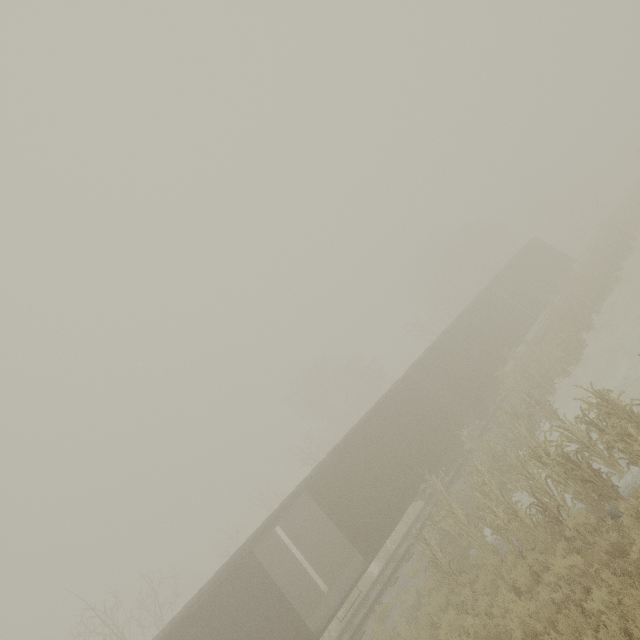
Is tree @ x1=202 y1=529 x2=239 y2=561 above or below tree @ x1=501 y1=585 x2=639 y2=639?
above

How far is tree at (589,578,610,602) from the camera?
5.24m

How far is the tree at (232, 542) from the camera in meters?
25.6 m

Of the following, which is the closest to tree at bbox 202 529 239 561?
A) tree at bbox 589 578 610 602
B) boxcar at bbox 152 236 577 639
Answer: boxcar at bbox 152 236 577 639

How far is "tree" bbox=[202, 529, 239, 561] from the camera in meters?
25.6 m

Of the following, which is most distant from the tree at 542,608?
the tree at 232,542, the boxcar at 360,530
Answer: the tree at 232,542

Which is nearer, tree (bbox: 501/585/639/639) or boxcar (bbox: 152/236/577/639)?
tree (bbox: 501/585/639/639)

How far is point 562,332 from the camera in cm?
1656
